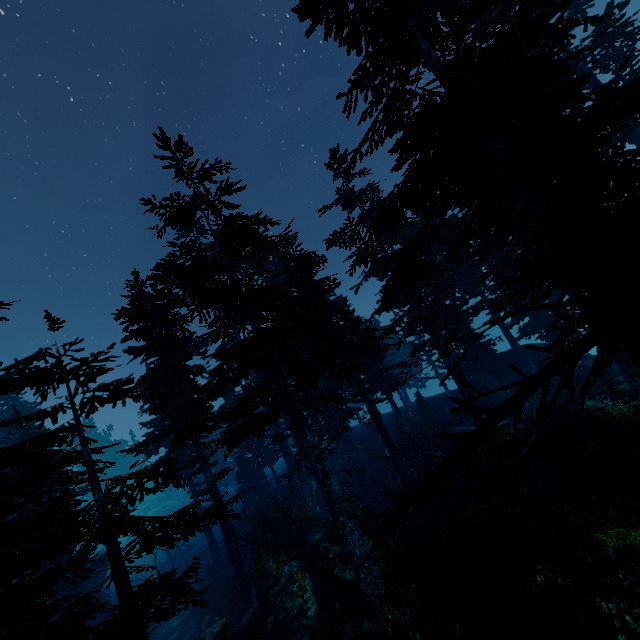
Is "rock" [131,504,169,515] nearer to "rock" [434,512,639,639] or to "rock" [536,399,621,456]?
"rock" [434,512,639,639]

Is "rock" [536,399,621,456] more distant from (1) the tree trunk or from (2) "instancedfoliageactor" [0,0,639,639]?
(2) "instancedfoliageactor" [0,0,639,639]

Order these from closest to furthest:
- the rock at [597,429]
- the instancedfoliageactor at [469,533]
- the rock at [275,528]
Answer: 1. the instancedfoliageactor at [469,533]
2. the rock at [597,429]
3. the rock at [275,528]

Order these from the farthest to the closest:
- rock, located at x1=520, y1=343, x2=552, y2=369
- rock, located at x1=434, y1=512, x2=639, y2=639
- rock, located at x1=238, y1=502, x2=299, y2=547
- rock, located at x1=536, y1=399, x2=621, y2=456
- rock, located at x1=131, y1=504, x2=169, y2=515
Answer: rock, located at x1=131, y1=504, x2=169, y2=515 < rock, located at x1=520, y1=343, x2=552, y2=369 < rock, located at x1=238, y1=502, x2=299, y2=547 < rock, located at x1=536, y1=399, x2=621, y2=456 < rock, located at x1=434, y1=512, x2=639, y2=639

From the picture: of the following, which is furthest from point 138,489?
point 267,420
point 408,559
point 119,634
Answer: point 408,559

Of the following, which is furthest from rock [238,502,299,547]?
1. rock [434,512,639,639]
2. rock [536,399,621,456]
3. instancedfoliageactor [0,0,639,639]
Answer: rock [536,399,621,456]

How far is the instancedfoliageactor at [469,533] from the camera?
Answer: 8.8 meters

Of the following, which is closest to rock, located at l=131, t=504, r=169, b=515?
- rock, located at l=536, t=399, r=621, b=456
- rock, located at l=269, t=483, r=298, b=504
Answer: rock, located at l=269, t=483, r=298, b=504
